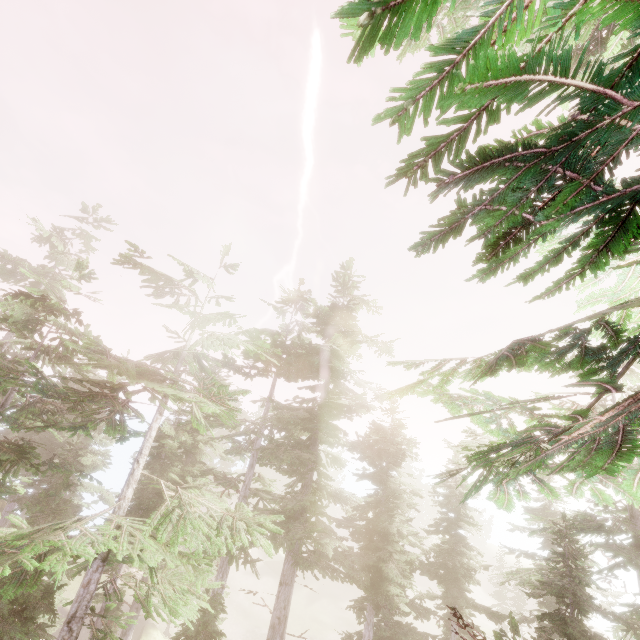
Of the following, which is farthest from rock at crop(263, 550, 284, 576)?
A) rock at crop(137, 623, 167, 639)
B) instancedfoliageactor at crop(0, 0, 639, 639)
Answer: rock at crop(137, 623, 167, 639)

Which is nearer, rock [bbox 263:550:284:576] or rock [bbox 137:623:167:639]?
rock [bbox 137:623:167:639]

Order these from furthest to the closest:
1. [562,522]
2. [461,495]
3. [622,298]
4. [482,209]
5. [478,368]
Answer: [461,495] → [562,522] → [622,298] → [478,368] → [482,209]

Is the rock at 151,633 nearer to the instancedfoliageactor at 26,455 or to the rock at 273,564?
the instancedfoliageactor at 26,455

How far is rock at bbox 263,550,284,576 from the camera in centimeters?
4816cm

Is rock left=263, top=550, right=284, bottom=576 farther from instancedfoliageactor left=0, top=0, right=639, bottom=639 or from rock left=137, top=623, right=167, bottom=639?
rock left=137, top=623, right=167, bottom=639
